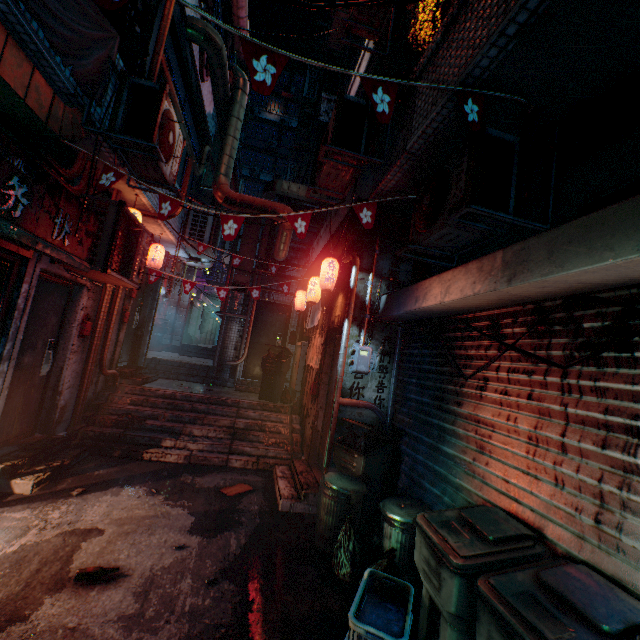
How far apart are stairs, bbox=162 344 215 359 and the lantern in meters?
5.9

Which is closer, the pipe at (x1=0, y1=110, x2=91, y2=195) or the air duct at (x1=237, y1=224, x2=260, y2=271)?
the pipe at (x1=0, y1=110, x2=91, y2=195)

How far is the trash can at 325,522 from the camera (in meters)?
3.15

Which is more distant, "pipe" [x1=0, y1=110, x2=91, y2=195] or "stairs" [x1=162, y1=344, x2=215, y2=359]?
"stairs" [x1=162, y1=344, x2=215, y2=359]

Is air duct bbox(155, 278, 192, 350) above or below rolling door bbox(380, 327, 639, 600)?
above

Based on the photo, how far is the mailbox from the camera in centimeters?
462cm

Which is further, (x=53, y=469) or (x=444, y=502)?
(x=53, y=469)

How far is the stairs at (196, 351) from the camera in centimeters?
1163cm
